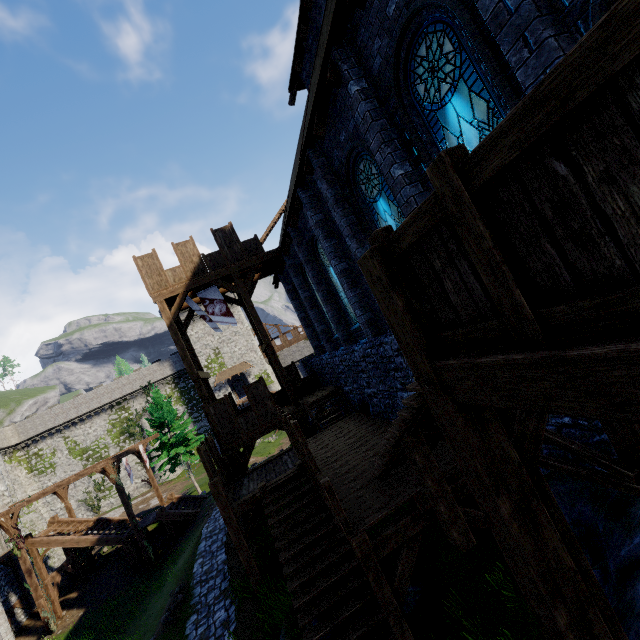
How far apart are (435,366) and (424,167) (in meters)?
5.12

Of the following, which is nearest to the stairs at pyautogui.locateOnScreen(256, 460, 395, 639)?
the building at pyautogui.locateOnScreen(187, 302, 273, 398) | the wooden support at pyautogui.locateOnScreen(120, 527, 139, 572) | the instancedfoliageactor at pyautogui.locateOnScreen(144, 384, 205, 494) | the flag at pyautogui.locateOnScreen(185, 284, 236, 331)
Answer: the flag at pyautogui.locateOnScreen(185, 284, 236, 331)

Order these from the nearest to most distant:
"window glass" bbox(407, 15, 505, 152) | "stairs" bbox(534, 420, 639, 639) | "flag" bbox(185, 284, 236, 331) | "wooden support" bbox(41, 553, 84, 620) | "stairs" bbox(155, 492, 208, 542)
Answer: "stairs" bbox(534, 420, 639, 639), "window glass" bbox(407, 15, 505, 152), "flag" bbox(185, 284, 236, 331), "wooden support" bbox(41, 553, 84, 620), "stairs" bbox(155, 492, 208, 542)

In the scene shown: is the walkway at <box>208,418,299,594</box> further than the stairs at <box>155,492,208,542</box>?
No

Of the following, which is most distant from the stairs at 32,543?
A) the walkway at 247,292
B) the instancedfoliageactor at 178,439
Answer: the walkway at 247,292

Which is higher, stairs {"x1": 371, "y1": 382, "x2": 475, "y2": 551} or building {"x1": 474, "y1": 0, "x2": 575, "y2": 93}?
building {"x1": 474, "y1": 0, "x2": 575, "y2": 93}

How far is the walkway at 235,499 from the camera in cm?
1027

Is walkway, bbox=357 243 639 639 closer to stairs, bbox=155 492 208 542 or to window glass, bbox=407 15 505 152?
window glass, bbox=407 15 505 152
